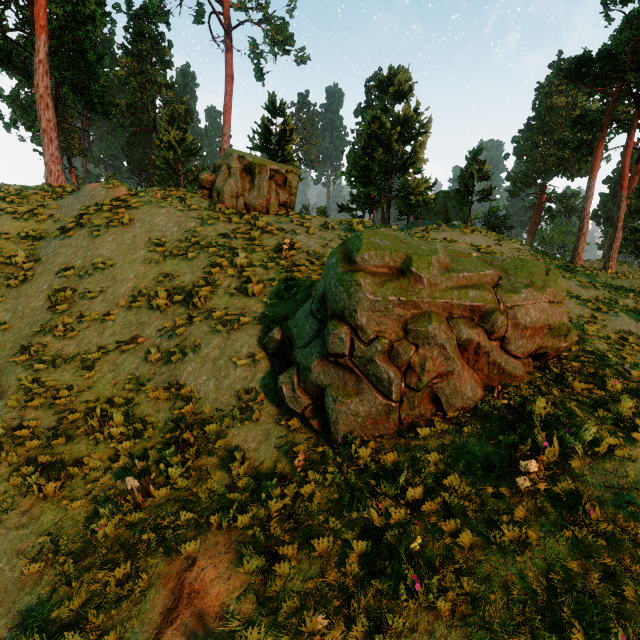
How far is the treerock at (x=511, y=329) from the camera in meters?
5.6 m

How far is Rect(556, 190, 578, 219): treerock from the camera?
57.2 meters

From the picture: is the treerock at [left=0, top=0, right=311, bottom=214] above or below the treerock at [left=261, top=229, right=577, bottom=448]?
above

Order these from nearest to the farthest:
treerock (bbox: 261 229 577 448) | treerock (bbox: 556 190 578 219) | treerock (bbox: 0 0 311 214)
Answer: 1. treerock (bbox: 261 229 577 448)
2. treerock (bbox: 0 0 311 214)
3. treerock (bbox: 556 190 578 219)

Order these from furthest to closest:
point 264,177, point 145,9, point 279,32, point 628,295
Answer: point 145,9
point 279,32
point 628,295
point 264,177

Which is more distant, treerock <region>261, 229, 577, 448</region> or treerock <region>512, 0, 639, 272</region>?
treerock <region>512, 0, 639, 272</region>
